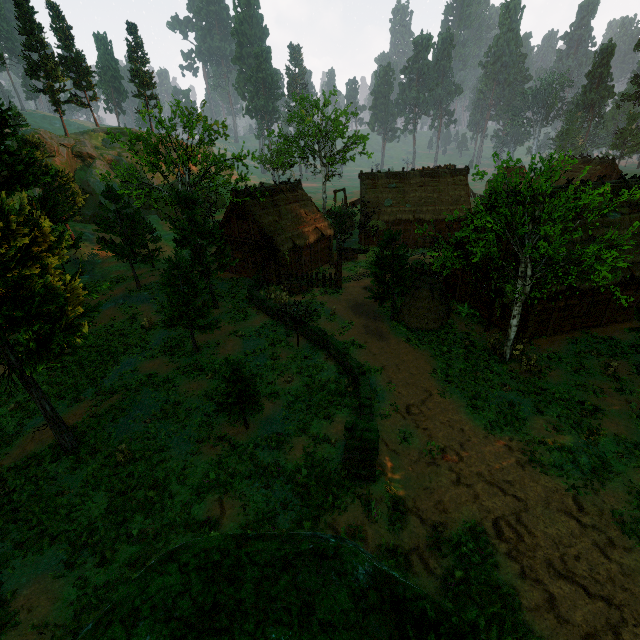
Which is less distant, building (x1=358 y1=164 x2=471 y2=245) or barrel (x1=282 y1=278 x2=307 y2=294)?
barrel (x1=282 y1=278 x2=307 y2=294)

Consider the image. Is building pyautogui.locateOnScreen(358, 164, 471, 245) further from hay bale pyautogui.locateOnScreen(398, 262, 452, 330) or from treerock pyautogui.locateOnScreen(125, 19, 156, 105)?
hay bale pyautogui.locateOnScreen(398, 262, 452, 330)

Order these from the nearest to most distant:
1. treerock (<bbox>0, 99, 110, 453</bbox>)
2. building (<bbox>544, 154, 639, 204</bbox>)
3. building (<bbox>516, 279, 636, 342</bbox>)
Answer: treerock (<bbox>0, 99, 110, 453</bbox>)
building (<bbox>516, 279, 636, 342</bbox>)
building (<bbox>544, 154, 639, 204</bbox>)

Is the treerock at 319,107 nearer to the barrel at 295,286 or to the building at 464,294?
the building at 464,294

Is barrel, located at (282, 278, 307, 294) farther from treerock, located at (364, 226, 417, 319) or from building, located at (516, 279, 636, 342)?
building, located at (516, 279, 636, 342)

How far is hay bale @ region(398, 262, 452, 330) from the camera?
20.5 meters

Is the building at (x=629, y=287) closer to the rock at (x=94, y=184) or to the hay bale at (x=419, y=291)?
the hay bale at (x=419, y=291)

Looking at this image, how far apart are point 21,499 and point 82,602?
5.7 meters
